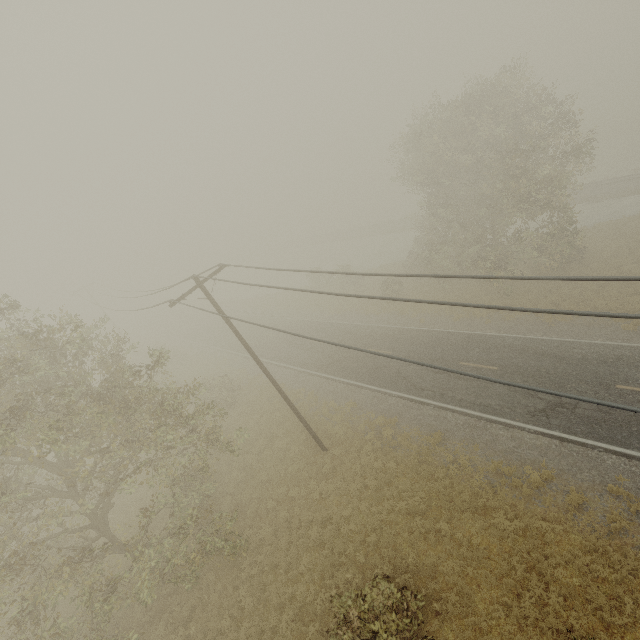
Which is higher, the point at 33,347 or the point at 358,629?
the point at 33,347
